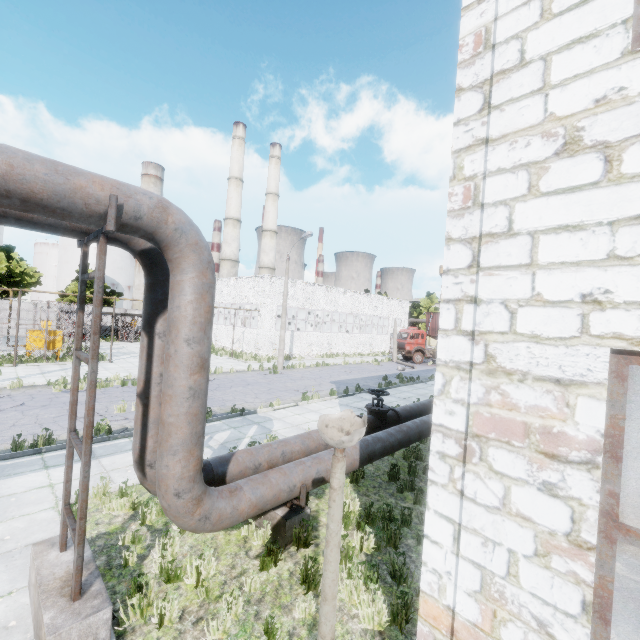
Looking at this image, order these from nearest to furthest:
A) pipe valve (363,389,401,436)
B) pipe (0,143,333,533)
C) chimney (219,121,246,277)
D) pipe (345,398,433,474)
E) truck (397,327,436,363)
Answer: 1. pipe (0,143,333,533)
2. pipe (345,398,433,474)
3. pipe valve (363,389,401,436)
4. truck (397,327,436,363)
5. chimney (219,121,246,277)

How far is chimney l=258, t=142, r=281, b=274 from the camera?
53.1 meters

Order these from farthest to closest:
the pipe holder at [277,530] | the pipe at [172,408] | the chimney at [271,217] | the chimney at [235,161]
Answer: the chimney at [271,217]
the chimney at [235,161]
the pipe holder at [277,530]
the pipe at [172,408]

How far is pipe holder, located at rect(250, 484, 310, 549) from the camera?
5.5 meters

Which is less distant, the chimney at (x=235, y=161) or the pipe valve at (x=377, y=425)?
the pipe valve at (x=377, y=425)

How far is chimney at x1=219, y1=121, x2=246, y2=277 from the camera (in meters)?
48.00

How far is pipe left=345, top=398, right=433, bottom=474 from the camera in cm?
688

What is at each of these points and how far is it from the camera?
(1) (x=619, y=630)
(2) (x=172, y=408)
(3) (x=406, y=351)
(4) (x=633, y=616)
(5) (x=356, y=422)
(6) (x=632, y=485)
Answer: (1) concrete debris, 3.57m
(2) pipe, 4.11m
(3) truck, 34.62m
(4) wire roll, 3.45m
(5) lamp post, 2.14m
(6) brick, 7.73m
